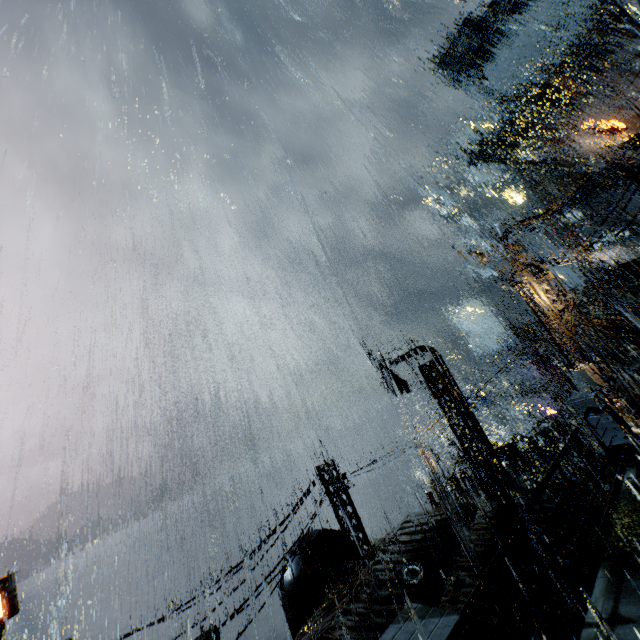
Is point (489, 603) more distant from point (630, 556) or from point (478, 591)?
point (478, 591)

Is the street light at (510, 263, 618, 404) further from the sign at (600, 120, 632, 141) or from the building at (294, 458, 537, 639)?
the sign at (600, 120, 632, 141)

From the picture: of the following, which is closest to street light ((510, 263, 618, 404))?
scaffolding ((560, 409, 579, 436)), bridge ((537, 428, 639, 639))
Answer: bridge ((537, 428, 639, 639))

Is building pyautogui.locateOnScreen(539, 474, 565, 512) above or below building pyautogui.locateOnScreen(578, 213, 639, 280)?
below

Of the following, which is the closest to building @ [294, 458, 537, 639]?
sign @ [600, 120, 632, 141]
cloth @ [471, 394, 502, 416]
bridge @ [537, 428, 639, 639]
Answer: bridge @ [537, 428, 639, 639]

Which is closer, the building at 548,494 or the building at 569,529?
the building at 569,529

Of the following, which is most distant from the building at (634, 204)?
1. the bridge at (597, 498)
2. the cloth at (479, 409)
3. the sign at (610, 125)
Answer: the cloth at (479, 409)

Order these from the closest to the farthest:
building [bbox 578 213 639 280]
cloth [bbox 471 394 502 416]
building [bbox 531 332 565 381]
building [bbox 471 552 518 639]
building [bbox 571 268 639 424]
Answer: building [bbox 471 552 518 639] → building [bbox 571 268 639 424] → building [bbox 531 332 565 381] → cloth [bbox 471 394 502 416] → building [bbox 578 213 639 280]
